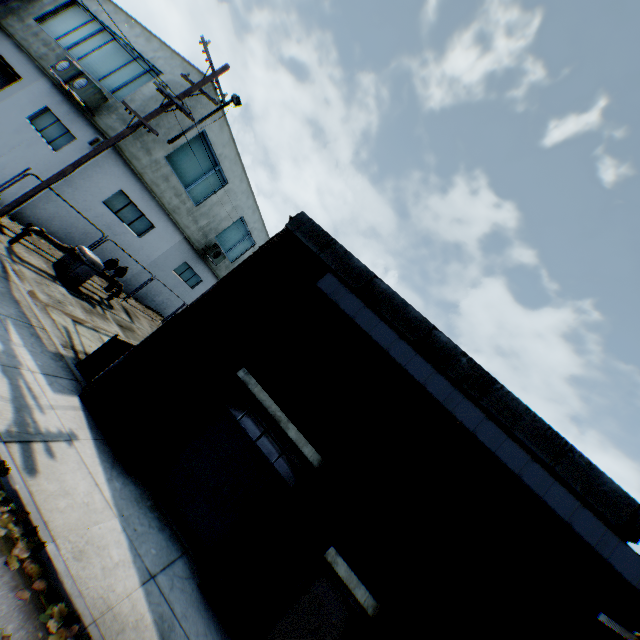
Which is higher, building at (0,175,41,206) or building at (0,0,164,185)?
building at (0,0,164,185)

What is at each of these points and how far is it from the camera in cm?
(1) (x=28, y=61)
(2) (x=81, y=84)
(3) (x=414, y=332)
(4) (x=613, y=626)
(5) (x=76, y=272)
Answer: (1) building, 1569
(2) air conditioner, 1350
(3) building, 746
(4) fluorescent light, 700
(5) gas meter pipe, 1266

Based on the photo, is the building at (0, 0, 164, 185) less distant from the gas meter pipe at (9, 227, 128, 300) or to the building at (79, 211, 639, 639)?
the gas meter pipe at (9, 227, 128, 300)

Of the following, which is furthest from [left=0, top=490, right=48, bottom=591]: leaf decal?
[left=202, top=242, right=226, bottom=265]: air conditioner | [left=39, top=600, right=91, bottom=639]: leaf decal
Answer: [left=202, top=242, right=226, bottom=265]: air conditioner

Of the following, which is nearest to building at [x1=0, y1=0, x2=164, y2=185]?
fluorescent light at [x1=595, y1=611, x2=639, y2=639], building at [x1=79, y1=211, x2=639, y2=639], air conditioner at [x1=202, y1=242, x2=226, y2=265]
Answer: air conditioner at [x1=202, y1=242, x2=226, y2=265]

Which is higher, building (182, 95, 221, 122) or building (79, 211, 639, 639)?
building (182, 95, 221, 122)

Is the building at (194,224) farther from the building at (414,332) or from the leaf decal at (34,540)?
the leaf decal at (34,540)

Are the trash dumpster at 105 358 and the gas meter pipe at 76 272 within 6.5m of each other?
yes
